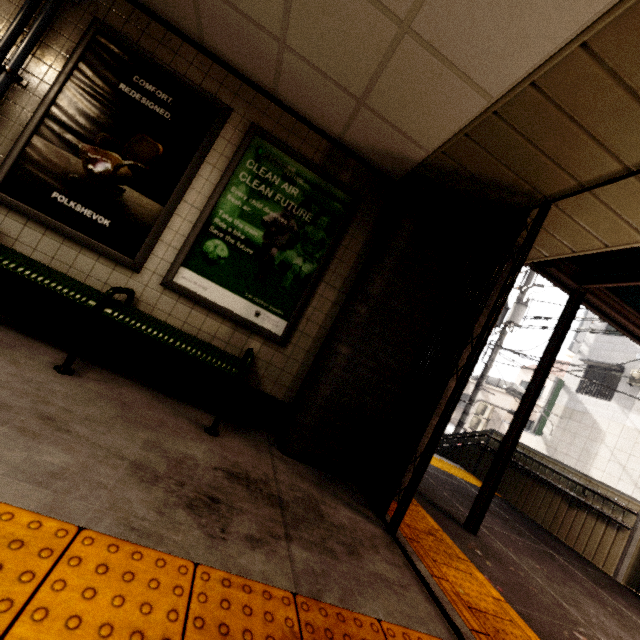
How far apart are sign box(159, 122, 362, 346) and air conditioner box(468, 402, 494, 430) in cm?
1953

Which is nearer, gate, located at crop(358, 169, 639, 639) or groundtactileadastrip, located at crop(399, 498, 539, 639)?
groundtactileadastrip, located at crop(399, 498, 539, 639)

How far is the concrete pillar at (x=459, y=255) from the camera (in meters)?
3.00

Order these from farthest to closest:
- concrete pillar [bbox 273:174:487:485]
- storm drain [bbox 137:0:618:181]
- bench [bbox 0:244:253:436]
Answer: concrete pillar [bbox 273:174:487:485]
bench [bbox 0:244:253:436]
storm drain [bbox 137:0:618:181]

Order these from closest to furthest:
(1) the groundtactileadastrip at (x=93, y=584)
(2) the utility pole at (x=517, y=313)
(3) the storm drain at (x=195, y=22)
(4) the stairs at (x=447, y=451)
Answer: (1) the groundtactileadastrip at (x=93, y=584)
(3) the storm drain at (x=195, y=22)
(4) the stairs at (x=447, y=451)
(2) the utility pole at (x=517, y=313)

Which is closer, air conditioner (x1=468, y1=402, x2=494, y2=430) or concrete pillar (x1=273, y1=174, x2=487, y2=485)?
concrete pillar (x1=273, y1=174, x2=487, y2=485)

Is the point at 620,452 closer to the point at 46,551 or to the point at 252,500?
the point at 252,500

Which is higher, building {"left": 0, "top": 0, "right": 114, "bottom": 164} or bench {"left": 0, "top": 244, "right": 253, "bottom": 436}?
building {"left": 0, "top": 0, "right": 114, "bottom": 164}
